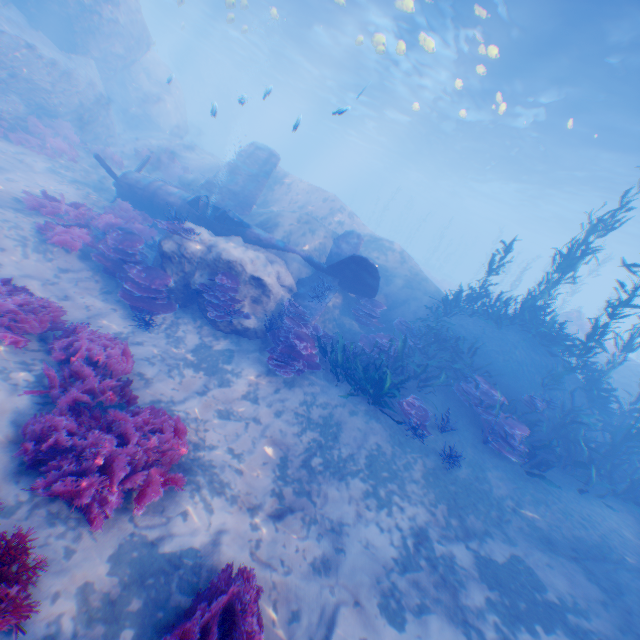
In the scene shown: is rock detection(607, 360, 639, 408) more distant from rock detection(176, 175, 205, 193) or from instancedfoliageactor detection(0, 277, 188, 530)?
instancedfoliageactor detection(0, 277, 188, 530)

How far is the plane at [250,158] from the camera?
10.85m

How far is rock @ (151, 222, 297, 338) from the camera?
9.1 meters

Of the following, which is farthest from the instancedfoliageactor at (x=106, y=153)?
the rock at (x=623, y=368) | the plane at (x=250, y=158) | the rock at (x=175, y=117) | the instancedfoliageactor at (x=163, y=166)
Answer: the rock at (x=623, y=368)

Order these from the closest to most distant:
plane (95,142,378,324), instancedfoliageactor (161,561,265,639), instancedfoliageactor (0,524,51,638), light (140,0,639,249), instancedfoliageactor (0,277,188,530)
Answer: instancedfoliageactor (0,524,51,638) < instancedfoliageactor (161,561,265,639) < instancedfoliageactor (0,277,188,530) < plane (95,142,378,324) < light (140,0,639,249)

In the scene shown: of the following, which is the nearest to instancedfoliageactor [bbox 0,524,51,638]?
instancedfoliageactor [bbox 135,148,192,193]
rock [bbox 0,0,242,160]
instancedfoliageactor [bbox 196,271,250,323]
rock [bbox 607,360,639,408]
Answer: rock [bbox 0,0,242,160]

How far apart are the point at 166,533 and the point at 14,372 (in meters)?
→ 3.41

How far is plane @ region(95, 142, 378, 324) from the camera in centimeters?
1085cm
